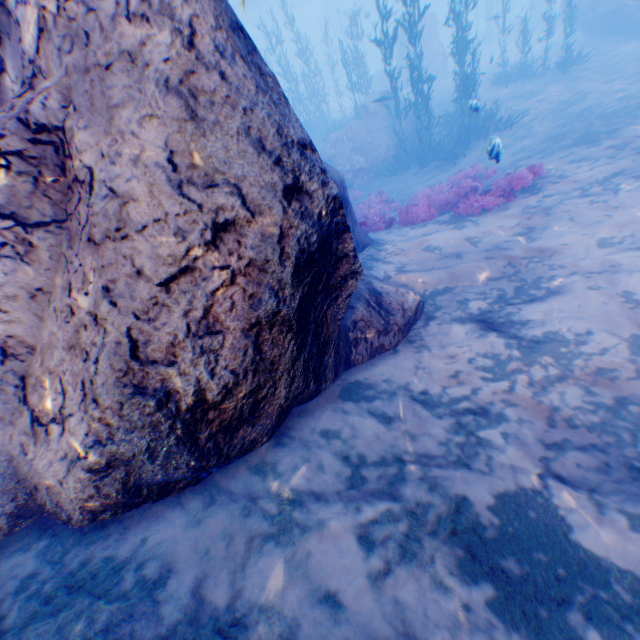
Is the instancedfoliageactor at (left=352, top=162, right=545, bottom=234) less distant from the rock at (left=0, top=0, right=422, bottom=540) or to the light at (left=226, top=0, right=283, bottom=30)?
the rock at (left=0, top=0, right=422, bottom=540)

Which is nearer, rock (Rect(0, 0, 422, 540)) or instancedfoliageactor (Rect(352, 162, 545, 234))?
rock (Rect(0, 0, 422, 540))

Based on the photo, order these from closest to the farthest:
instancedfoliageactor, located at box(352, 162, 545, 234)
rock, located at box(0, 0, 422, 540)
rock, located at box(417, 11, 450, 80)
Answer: rock, located at box(0, 0, 422, 540)
instancedfoliageactor, located at box(352, 162, 545, 234)
rock, located at box(417, 11, 450, 80)

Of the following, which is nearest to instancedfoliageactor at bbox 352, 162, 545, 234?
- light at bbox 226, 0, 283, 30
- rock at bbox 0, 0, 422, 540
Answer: rock at bbox 0, 0, 422, 540

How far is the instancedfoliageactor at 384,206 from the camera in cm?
788

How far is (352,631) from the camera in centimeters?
202cm

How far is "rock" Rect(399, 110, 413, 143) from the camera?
16.66m

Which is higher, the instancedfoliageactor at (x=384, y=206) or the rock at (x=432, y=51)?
the rock at (x=432, y=51)
